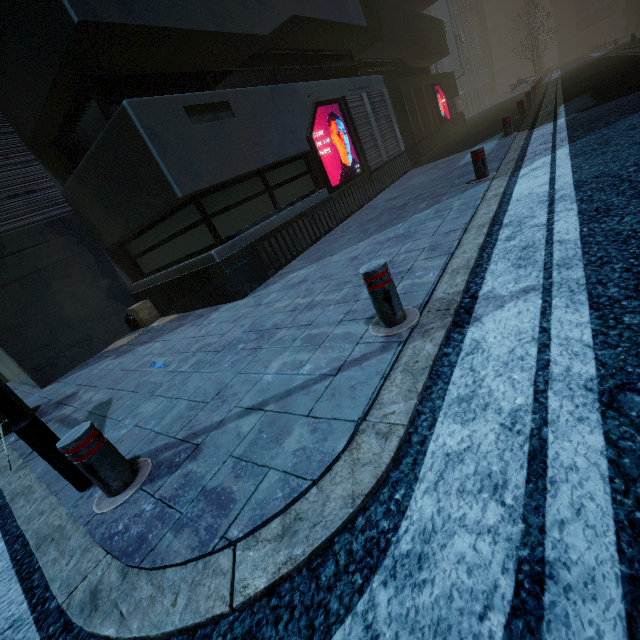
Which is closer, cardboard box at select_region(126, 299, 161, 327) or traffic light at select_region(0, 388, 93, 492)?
traffic light at select_region(0, 388, 93, 492)

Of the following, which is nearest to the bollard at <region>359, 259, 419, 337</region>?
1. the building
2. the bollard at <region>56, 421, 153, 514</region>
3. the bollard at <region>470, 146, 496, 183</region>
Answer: the bollard at <region>56, 421, 153, 514</region>

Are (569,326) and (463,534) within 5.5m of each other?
yes

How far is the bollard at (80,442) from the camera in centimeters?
218cm

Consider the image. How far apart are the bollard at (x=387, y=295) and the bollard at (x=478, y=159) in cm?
482

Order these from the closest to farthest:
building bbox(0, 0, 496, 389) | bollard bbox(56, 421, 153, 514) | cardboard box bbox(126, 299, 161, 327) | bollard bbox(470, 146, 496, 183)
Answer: bollard bbox(56, 421, 153, 514) < building bbox(0, 0, 496, 389) < bollard bbox(470, 146, 496, 183) < cardboard box bbox(126, 299, 161, 327)

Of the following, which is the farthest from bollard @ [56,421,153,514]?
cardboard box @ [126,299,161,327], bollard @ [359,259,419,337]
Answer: cardboard box @ [126,299,161,327]

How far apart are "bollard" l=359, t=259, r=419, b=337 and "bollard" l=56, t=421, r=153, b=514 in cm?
207
